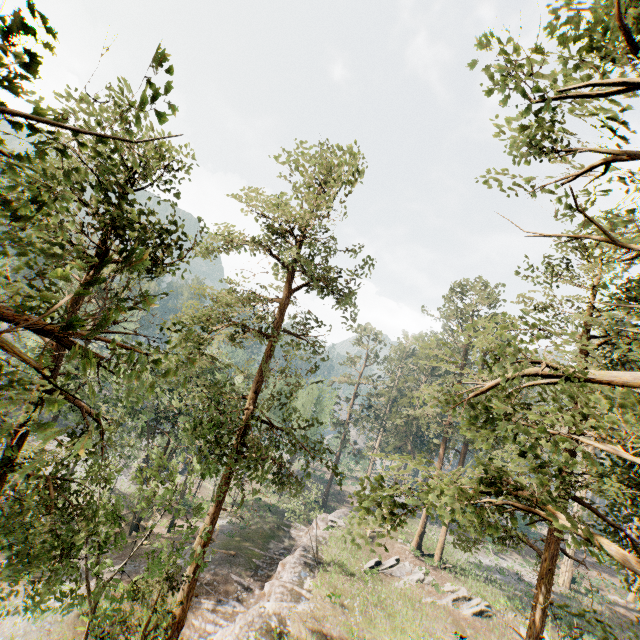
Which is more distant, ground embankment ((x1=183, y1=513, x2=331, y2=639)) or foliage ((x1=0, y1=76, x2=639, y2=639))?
ground embankment ((x1=183, y1=513, x2=331, y2=639))

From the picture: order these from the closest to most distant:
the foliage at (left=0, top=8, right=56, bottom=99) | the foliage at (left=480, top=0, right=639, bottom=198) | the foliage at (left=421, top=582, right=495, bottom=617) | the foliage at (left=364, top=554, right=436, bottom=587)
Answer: the foliage at (left=0, top=8, right=56, bottom=99)
the foliage at (left=480, top=0, right=639, bottom=198)
the foliage at (left=421, top=582, right=495, bottom=617)
the foliage at (left=364, top=554, right=436, bottom=587)

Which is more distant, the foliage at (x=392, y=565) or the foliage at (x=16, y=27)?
the foliage at (x=392, y=565)

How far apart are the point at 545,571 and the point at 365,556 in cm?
2396

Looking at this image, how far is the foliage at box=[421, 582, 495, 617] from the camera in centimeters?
2655cm

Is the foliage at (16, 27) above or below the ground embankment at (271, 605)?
above
